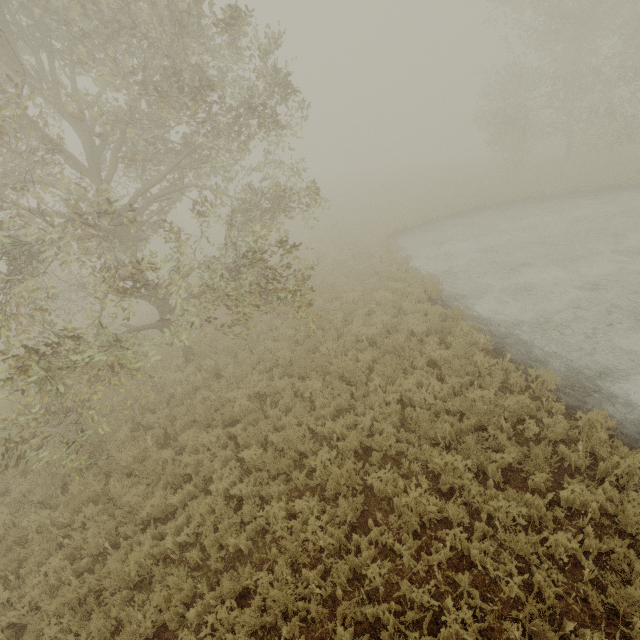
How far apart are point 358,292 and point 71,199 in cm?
967
